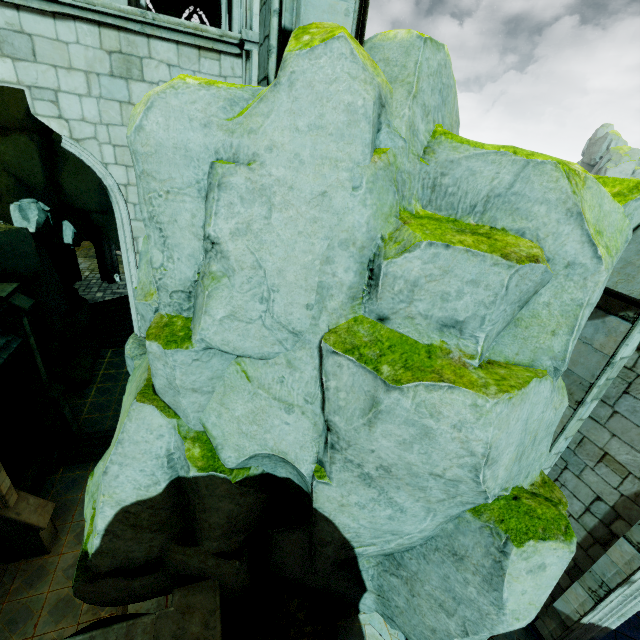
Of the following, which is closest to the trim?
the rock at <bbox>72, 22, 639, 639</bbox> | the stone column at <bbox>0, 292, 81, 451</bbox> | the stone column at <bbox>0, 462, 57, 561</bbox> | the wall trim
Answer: the stone column at <bbox>0, 292, 81, 451</bbox>

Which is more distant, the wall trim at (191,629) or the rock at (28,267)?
the rock at (28,267)

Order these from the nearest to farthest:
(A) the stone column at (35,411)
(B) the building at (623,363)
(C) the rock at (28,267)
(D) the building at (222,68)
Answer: (D) the building at (222,68) < (B) the building at (623,363) < (A) the stone column at (35,411) < (C) the rock at (28,267)

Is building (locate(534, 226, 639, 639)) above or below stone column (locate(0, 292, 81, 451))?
above

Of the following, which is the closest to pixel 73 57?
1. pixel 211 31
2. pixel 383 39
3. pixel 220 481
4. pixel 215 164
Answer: pixel 211 31

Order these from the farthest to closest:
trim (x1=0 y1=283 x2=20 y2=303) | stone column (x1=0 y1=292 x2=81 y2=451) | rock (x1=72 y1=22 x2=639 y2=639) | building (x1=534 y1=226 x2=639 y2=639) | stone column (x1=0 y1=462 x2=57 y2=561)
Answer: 1. stone column (x1=0 y1=292 x2=81 y2=451)
2. trim (x1=0 y1=283 x2=20 y2=303)
3. stone column (x1=0 y1=462 x2=57 y2=561)
4. building (x1=534 y1=226 x2=639 y2=639)
5. rock (x1=72 y1=22 x2=639 y2=639)

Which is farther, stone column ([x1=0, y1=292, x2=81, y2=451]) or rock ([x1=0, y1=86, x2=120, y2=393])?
rock ([x1=0, y1=86, x2=120, y2=393])

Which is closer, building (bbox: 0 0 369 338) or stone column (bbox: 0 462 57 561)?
building (bbox: 0 0 369 338)
